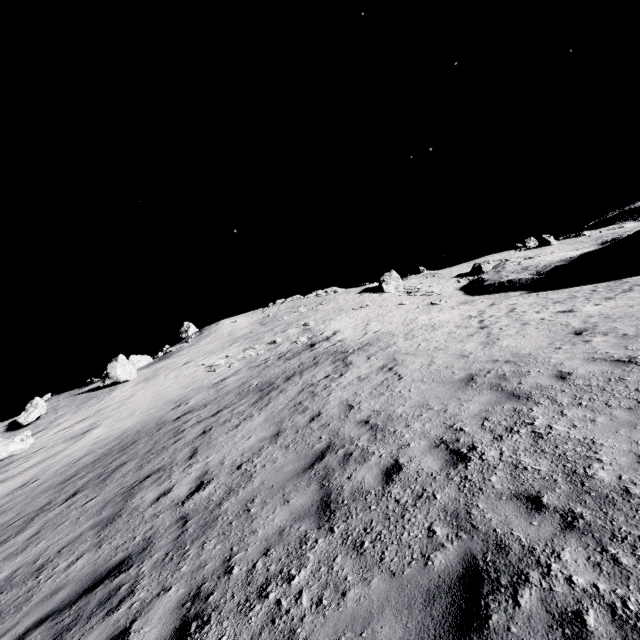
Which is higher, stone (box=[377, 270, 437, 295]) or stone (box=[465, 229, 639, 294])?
stone (box=[377, 270, 437, 295])

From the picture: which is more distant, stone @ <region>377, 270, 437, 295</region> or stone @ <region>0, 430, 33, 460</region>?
stone @ <region>377, 270, 437, 295</region>

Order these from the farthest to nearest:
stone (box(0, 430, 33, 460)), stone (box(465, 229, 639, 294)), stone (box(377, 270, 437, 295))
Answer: stone (box(377, 270, 437, 295)) → stone (box(465, 229, 639, 294)) → stone (box(0, 430, 33, 460))

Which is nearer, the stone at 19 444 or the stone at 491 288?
Result: the stone at 19 444

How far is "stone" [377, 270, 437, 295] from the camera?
40.5m

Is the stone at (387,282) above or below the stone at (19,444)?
above

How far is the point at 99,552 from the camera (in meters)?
6.23
